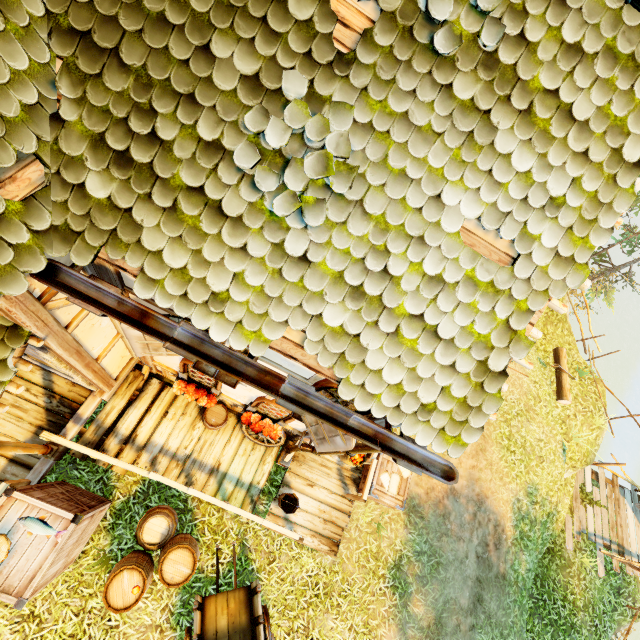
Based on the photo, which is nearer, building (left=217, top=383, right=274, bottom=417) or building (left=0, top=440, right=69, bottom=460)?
building (left=0, top=440, right=69, bottom=460)

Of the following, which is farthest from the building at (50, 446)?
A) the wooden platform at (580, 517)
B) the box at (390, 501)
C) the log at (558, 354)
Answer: the wooden platform at (580, 517)

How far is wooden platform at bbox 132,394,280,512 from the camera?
6.8m

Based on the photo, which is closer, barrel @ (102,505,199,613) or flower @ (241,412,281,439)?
Result: barrel @ (102,505,199,613)

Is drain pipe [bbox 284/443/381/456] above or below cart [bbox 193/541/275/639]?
above

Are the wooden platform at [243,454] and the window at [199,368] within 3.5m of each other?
yes

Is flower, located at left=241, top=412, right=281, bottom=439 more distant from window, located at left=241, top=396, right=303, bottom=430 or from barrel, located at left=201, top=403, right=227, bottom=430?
barrel, located at left=201, top=403, right=227, bottom=430

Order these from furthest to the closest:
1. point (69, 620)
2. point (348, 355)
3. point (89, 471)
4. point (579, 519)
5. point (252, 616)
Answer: point (579, 519), point (89, 471), point (252, 616), point (69, 620), point (348, 355)
